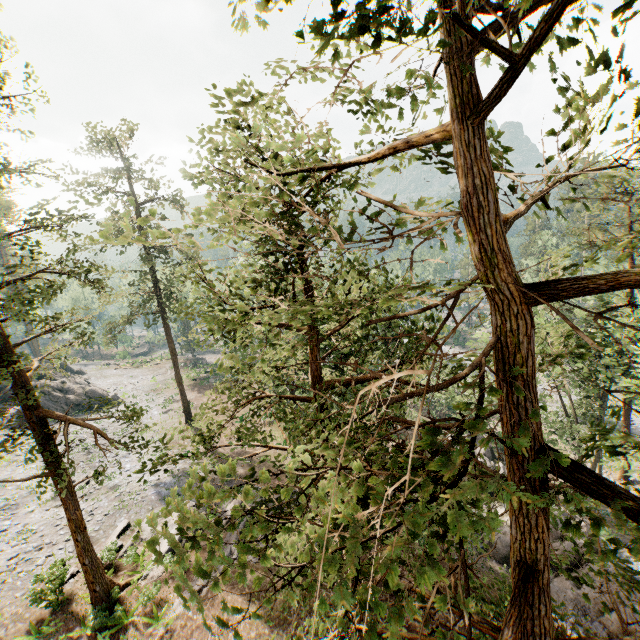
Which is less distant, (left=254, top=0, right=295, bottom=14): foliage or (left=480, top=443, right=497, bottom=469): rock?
(left=254, top=0, right=295, bottom=14): foliage

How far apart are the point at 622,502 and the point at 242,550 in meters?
3.8 m

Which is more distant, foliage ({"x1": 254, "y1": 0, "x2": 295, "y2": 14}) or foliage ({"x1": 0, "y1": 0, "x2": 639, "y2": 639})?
foliage ({"x1": 254, "y1": 0, "x2": 295, "y2": 14})

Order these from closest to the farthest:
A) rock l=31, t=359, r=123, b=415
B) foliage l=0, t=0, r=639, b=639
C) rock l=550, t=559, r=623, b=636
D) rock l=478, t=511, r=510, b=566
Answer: foliage l=0, t=0, r=639, b=639
rock l=550, t=559, r=623, b=636
rock l=478, t=511, r=510, b=566
rock l=31, t=359, r=123, b=415

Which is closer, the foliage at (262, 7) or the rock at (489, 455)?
the foliage at (262, 7)

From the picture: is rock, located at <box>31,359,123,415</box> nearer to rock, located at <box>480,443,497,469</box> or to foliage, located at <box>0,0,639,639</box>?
foliage, located at <box>0,0,639,639</box>

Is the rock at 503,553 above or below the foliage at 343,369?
below
